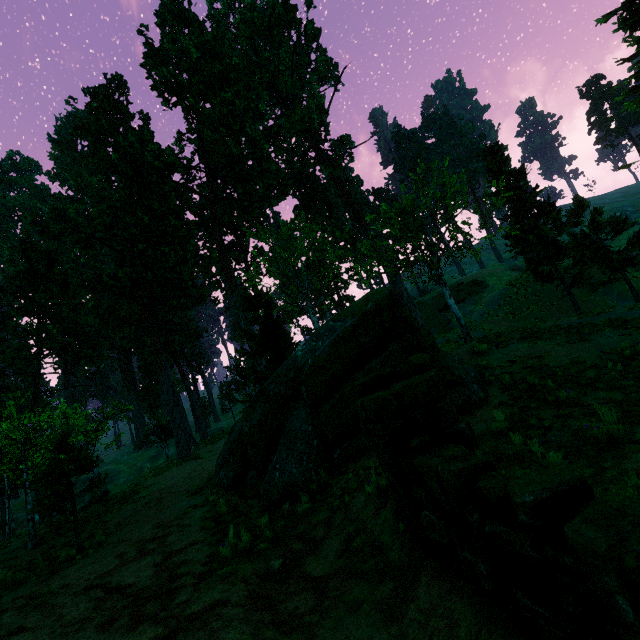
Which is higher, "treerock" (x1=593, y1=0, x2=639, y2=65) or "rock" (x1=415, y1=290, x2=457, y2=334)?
"treerock" (x1=593, y1=0, x2=639, y2=65)

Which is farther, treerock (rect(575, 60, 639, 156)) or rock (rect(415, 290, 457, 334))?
rock (rect(415, 290, 457, 334))

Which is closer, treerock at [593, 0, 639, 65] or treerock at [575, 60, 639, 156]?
treerock at [593, 0, 639, 65]

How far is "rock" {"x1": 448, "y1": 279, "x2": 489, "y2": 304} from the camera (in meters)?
42.34

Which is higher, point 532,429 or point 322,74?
point 322,74

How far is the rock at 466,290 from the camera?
42.3m

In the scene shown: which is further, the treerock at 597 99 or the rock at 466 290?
the rock at 466 290
